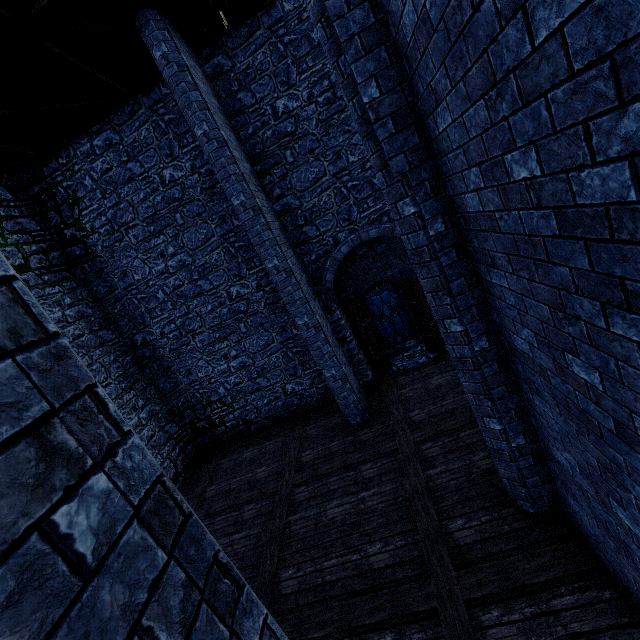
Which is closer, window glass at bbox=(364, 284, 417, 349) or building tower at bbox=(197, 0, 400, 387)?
building tower at bbox=(197, 0, 400, 387)

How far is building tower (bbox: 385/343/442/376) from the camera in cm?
996

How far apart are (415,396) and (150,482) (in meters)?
8.10

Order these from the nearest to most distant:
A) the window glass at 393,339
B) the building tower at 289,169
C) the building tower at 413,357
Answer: the building tower at 289,169, the building tower at 413,357, the window glass at 393,339

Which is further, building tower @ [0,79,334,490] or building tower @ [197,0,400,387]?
building tower @ [0,79,334,490]

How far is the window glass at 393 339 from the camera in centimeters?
1212cm

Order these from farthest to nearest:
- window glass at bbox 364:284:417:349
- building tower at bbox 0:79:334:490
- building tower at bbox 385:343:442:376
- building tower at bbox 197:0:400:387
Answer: window glass at bbox 364:284:417:349, building tower at bbox 385:343:442:376, building tower at bbox 0:79:334:490, building tower at bbox 197:0:400:387

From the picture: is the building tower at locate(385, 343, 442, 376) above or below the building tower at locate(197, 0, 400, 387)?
below
